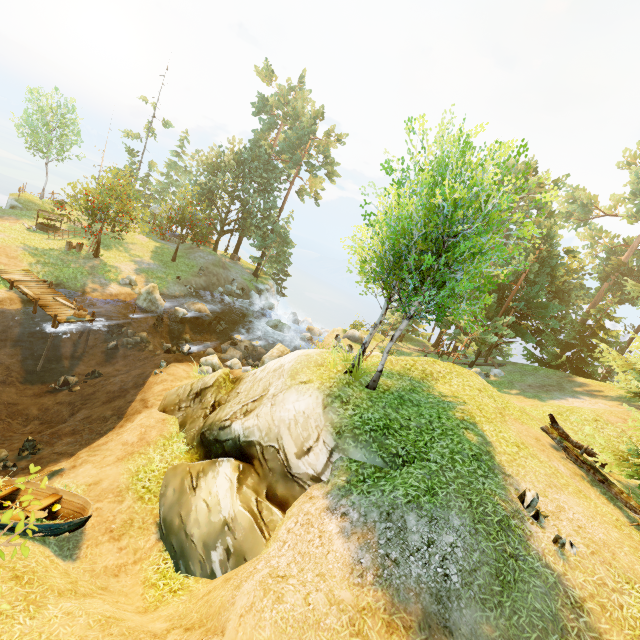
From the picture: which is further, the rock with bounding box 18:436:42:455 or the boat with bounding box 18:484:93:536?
the rock with bounding box 18:436:42:455

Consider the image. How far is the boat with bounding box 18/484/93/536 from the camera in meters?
7.7

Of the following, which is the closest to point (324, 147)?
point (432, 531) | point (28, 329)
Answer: point (28, 329)

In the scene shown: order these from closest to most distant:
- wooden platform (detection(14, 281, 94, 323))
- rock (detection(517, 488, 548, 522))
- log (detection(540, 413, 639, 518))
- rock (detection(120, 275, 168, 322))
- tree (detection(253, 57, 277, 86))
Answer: rock (detection(517, 488, 548, 522))
log (detection(540, 413, 639, 518))
wooden platform (detection(14, 281, 94, 323))
rock (detection(120, 275, 168, 322))
tree (detection(253, 57, 277, 86))

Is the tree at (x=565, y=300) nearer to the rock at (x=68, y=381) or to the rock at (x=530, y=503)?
the rock at (x=530, y=503)

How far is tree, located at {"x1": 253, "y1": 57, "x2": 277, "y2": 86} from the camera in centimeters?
3852cm

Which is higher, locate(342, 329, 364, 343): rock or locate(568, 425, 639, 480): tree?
locate(568, 425, 639, 480): tree

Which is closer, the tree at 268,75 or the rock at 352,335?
the rock at 352,335
